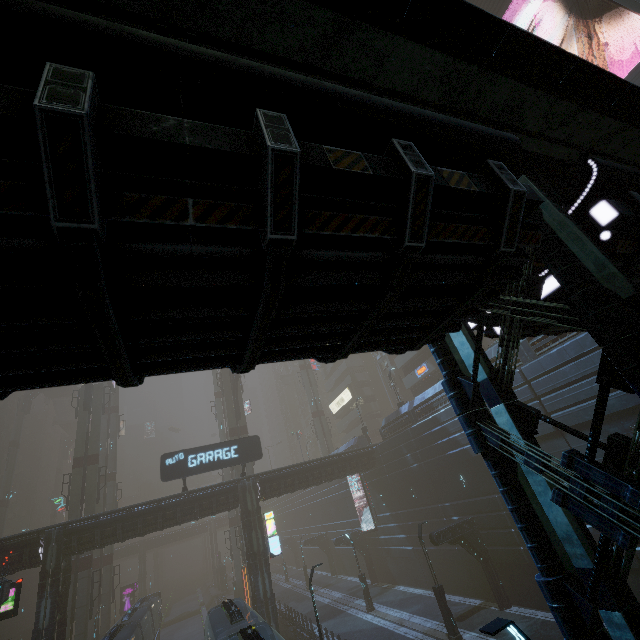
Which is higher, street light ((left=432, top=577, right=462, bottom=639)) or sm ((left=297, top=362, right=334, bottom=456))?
sm ((left=297, top=362, right=334, bottom=456))

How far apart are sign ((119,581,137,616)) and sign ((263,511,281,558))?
39.73m

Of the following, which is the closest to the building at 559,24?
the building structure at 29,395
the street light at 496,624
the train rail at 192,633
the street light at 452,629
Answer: Answer: the train rail at 192,633

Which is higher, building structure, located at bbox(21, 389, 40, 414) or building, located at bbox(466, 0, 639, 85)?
building, located at bbox(466, 0, 639, 85)

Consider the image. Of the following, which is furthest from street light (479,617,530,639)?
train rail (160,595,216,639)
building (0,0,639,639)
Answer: train rail (160,595,216,639)

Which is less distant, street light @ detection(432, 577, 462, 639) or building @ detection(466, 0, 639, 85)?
street light @ detection(432, 577, 462, 639)

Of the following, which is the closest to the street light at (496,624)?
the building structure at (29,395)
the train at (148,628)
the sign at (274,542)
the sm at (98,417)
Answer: the train at (148,628)

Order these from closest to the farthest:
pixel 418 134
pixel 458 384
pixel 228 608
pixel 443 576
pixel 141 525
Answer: pixel 418 134
pixel 458 384
pixel 228 608
pixel 141 525
pixel 443 576
